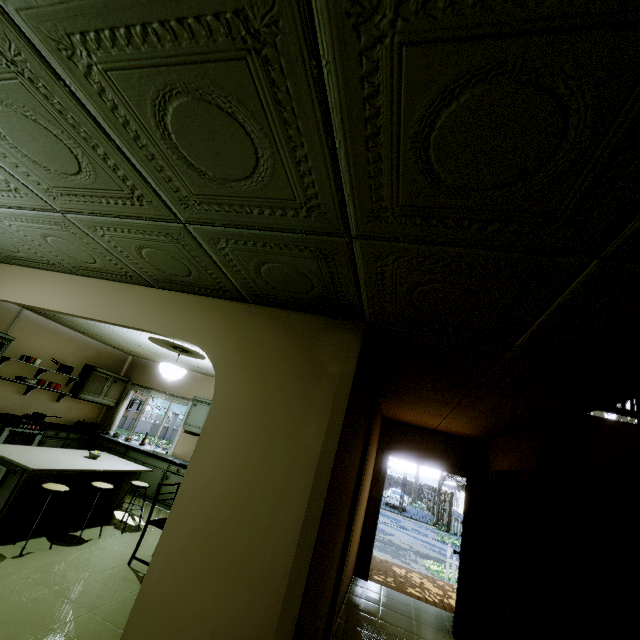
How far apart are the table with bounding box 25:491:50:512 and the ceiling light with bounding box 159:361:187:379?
1.5 meters

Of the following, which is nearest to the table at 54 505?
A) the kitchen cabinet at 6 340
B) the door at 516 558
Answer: the kitchen cabinet at 6 340

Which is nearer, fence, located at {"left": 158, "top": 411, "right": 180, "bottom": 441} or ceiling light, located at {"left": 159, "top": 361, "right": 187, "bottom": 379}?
ceiling light, located at {"left": 159, "top": 361, "right": 187, "bottom": 379}

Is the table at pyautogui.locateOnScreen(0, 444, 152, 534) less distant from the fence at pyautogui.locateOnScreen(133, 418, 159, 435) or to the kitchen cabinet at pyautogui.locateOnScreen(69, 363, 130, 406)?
the kitchen cabinet at pyautogui.locateOnScreen(69, 363, 130, 406)

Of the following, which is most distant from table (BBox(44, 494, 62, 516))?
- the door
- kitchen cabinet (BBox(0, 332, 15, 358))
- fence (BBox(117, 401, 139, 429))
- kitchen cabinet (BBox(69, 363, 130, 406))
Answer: fence (BBox(117, 401, 139, 429))

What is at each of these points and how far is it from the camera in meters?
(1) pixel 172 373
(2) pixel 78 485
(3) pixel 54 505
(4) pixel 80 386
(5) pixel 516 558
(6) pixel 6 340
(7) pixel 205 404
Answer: (1) ceiling light, 5.4
(2) table, 4.5
(3) table, 4.2
(4) kitchen cabinet, 7.3
(5) door, 3.1
(6) kitchen cabinet, 5.8
(7) kitchen cabinet, 7.4

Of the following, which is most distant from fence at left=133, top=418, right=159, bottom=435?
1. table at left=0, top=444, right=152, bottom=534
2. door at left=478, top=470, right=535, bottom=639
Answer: door at left=478, top=470, right=535, bottom=639

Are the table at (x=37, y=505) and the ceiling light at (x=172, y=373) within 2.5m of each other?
yes
